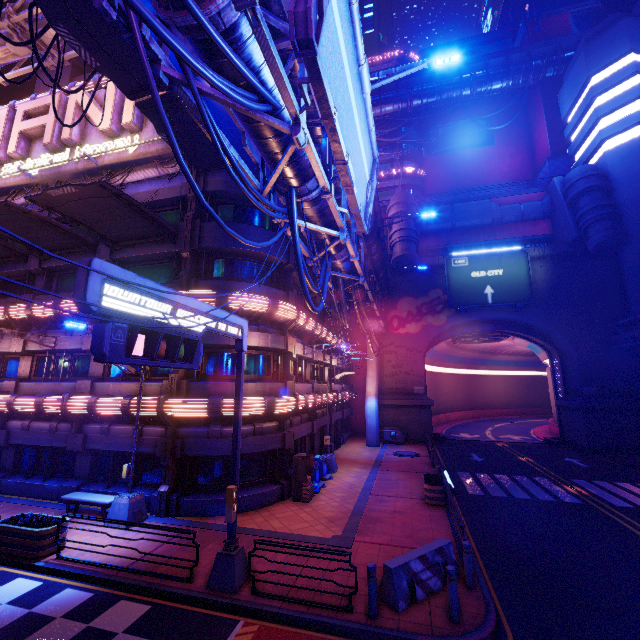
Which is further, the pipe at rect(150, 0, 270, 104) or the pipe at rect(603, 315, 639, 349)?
the pipe at rect(603, 315, 639, 349)

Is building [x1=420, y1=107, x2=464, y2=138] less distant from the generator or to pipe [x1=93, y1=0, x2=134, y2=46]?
pipe [x1=93, y1=0, x2=134, y2=46]

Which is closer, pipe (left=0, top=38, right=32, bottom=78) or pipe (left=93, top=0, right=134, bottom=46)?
pipe (left=93, top=0, right=134, bottom=46)

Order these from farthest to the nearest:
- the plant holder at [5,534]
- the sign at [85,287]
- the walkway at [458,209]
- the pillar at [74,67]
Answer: the walkway at [458,209]
the pillar at [74,67]
the plant holder at [5,534]
the sign at [85,287]

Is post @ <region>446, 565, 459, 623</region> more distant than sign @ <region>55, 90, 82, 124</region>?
No

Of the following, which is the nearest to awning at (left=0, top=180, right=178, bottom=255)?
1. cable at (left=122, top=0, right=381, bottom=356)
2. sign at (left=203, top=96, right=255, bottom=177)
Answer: sign at (left=203, top=96, right=255, bottom=177)

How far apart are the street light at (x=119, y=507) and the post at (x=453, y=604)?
10.9m

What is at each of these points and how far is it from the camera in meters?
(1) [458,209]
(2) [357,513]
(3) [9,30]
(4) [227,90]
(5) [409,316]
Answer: (1) walkway, 35.9 m
(2) beam, 13.4 m
(3) pipe, 17.0 m
(4) cable, 5.0 m
(5) wall arch, 33.5 m
